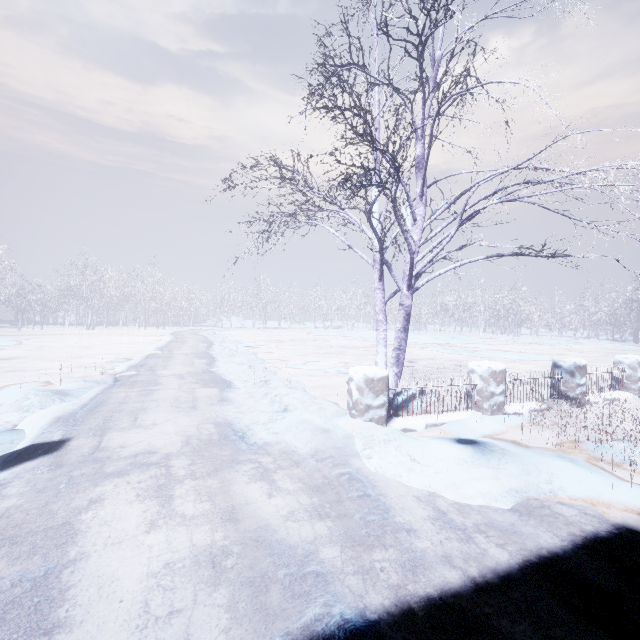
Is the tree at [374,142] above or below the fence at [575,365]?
above

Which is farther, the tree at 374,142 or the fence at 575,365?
the fence at 575,365

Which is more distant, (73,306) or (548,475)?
(73,306)

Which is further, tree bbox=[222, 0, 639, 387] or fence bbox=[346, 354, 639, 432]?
fence bbox=[346, 354, 639, 432]

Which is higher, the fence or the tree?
the tree
